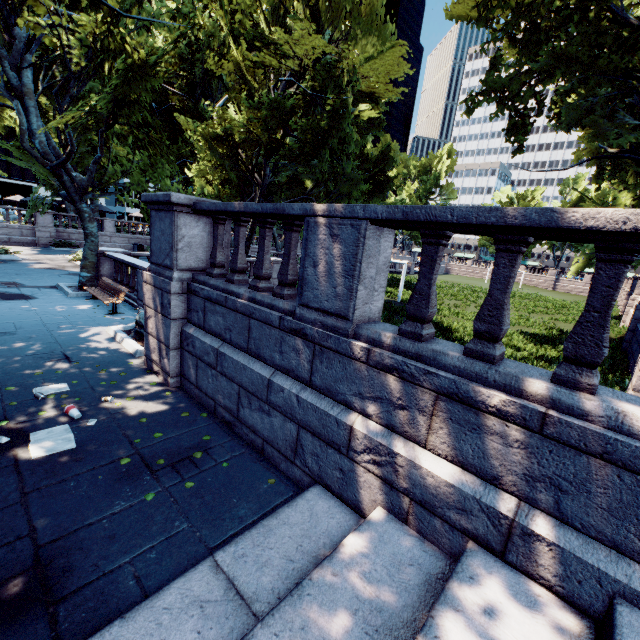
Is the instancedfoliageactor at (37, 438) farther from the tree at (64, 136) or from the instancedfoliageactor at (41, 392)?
the tree at (64, 136)

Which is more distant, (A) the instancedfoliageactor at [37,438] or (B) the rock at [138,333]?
(B) the rock at [138,333]

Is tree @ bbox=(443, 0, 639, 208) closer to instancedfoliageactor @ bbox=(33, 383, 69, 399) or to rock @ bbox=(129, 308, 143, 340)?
instancedfoliageactor @ bbox=(33, 383, 69, 399)

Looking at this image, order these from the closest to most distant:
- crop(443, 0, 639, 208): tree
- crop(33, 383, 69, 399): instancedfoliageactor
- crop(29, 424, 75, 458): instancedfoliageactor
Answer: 1. crop(29, 424, 75, 458): instancedfoliageactor
2. crop(33, 383, 69, 399): instancedfoliageactor
3. crop(443, 0, 639, 208): tree

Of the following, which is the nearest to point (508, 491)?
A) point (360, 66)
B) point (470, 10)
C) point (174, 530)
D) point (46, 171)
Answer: point (174, 530)

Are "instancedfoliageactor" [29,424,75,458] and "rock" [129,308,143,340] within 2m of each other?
no

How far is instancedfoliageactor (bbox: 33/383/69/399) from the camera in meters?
5.7 m

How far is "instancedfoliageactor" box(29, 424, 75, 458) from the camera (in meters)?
4.46
